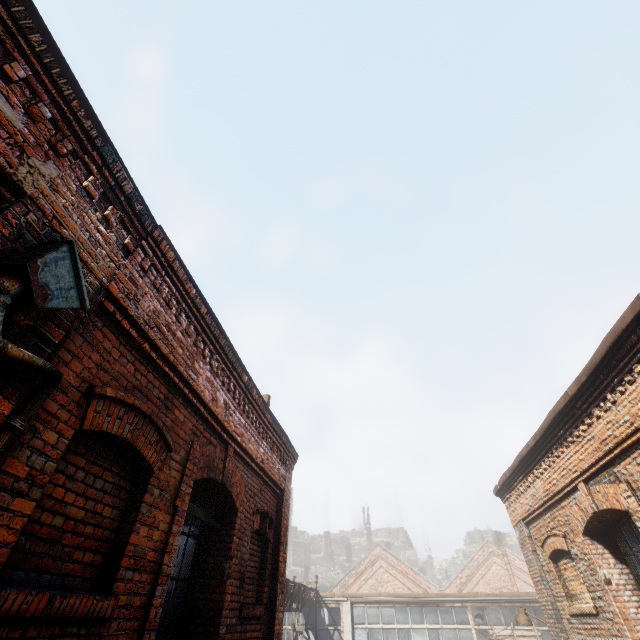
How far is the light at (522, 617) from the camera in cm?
895

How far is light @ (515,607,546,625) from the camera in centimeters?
895cm

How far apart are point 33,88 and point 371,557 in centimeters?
3853cm

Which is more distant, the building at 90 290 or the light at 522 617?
the light at 522 617

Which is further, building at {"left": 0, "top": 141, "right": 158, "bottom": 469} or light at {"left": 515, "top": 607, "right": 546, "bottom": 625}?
light at {"left": 515, "top": 607, "right": 546, "bottom": 625}

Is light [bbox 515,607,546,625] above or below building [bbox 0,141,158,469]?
below
